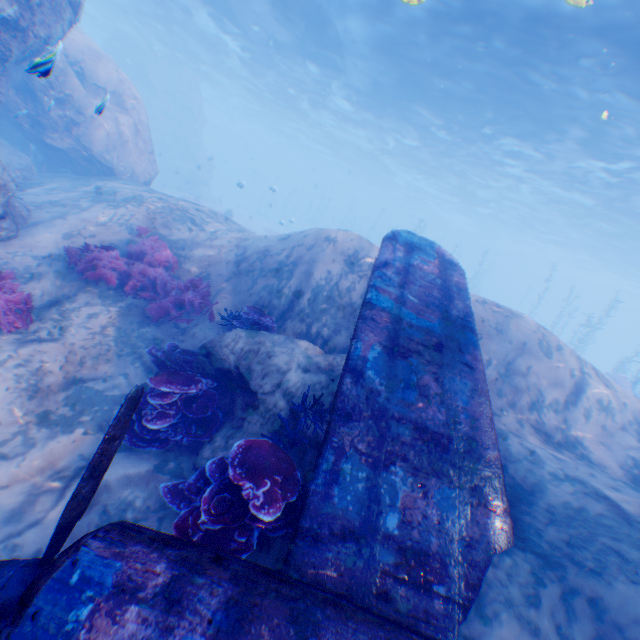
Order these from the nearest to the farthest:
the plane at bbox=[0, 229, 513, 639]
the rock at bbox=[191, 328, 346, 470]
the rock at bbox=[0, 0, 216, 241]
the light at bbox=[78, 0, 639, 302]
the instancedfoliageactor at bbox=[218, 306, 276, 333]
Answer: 1. the plane at bbox=[0, 229, 513, 639]
2. the rock at bbox=[191, 328, 346, 470]
3. the instancedfoliageactor at bbox=[218, 306, 276, 333]
4. the rock at bbox=[0, 0, 216, 241]
5. the light at bbox=[78, 0, 639, 302]

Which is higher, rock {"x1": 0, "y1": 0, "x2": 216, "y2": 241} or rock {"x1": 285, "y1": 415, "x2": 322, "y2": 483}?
rock {"x1": 0, "y1": 0, "x2": 216, "y2": 241}

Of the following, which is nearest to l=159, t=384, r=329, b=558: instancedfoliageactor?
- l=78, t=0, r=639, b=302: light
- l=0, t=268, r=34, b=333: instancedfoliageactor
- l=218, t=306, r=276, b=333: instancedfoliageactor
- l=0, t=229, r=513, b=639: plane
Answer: l=0, t=229, r=513, b=639: plane

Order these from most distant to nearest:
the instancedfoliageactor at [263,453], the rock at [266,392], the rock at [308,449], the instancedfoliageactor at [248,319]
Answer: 1. the instancedfoliageactor at [248,319]
2. the rock at [266,392]
3. the rock at [308,449]
4. the instancedfoliageactor at [263,453]

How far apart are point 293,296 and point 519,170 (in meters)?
25.55

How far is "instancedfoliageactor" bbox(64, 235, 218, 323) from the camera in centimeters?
723cm

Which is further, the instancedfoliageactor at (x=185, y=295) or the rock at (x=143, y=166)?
the rock at (x=143, y=166)

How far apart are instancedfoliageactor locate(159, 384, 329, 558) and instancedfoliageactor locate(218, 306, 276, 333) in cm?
249
